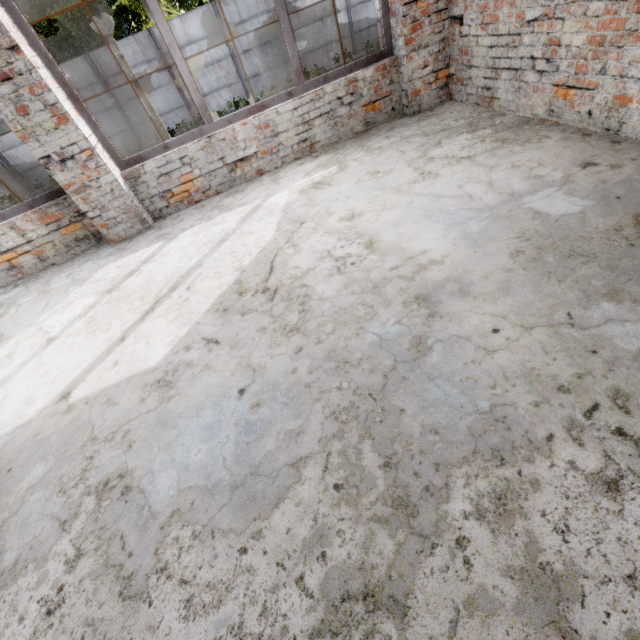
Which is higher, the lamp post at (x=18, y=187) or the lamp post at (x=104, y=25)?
the lamp post at (x=104, y=25)

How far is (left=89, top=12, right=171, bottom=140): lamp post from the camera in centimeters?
434cm

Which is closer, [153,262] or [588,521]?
[588,521]

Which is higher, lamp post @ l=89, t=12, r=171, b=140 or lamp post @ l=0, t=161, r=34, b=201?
lamp post @ l=89, t=12, r=171, b=140

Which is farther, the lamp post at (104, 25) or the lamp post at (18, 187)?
the lamp post at (18, 187)

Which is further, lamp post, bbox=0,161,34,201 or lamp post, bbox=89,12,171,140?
lamp post, bbox=0,161,34,201
